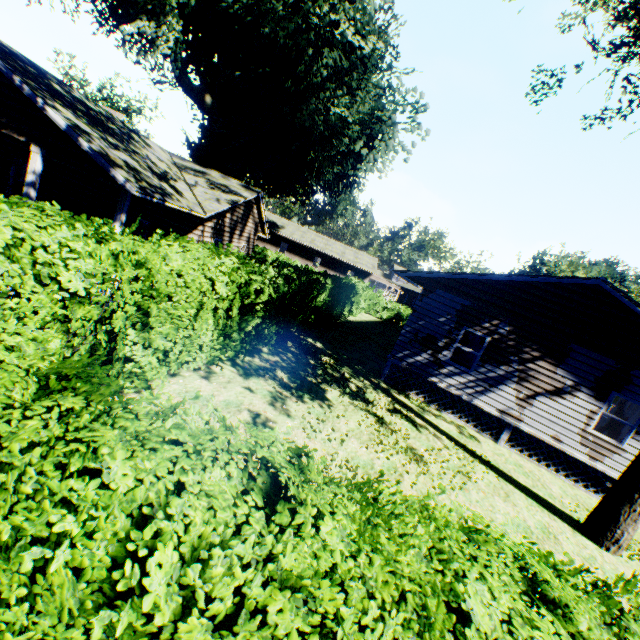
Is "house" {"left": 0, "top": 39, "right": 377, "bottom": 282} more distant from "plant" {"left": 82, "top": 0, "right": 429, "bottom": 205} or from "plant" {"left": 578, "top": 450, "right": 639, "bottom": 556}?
"plant" {"left": 578, "top": 450, "right": 639, "bottom": 556}

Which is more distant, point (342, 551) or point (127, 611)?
point (342, 551)

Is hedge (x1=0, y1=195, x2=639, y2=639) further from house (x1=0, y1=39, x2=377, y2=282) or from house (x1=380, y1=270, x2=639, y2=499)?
house (x1=380, y1=270, x2=639, y2=499)

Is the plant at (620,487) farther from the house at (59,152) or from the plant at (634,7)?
the house at (59,152)

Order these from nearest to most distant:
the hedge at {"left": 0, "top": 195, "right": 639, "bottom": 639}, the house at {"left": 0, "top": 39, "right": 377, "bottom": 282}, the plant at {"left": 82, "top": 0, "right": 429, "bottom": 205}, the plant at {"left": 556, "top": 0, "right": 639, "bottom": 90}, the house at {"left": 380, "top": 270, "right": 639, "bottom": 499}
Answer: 1. the hedge at {"left": 0, "top": 195, "right": 639, "bottom": 639}
2. the plant at {"left": 556, "top": 0, "right": 639, "bottom": 90}
3. the house at {"left": 0, "top": 39, "right": 377, "bottom": 282}
4. the house at {"left": 380, "top": 270, "right": 639, "bottom": 499}
5. the plant at {"left": 82, "top": 0, "right": 429, "bottom": 205}

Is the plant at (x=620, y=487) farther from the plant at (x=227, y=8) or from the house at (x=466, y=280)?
the house at (x=466, y=280)

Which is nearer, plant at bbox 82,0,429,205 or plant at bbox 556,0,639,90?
plant at bbox 556,0,639,90

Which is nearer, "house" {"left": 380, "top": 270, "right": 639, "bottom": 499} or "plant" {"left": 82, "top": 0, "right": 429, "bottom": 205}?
"house" {"left": 380, "top": 270, "right": 639, "bottom": 499}
